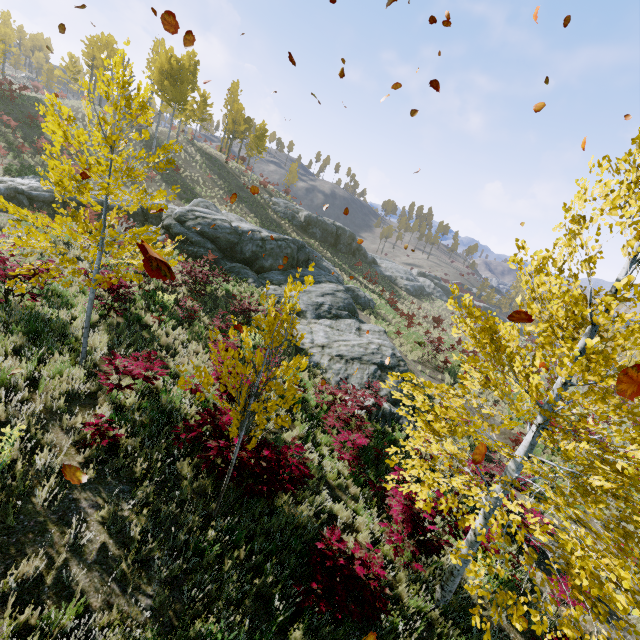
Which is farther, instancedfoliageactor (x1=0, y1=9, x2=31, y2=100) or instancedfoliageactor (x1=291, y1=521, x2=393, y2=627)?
instancedfoliageactor (x1=0, y1=9, x2=31, y2=100)

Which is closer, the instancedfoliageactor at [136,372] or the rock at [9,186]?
the instancedfoliageactor at [136,372]

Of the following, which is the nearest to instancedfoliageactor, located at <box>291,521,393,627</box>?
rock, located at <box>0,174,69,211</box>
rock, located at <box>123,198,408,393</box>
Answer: rock, located at <box>123,198,408,393</box>

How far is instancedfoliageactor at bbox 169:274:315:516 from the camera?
4.53m

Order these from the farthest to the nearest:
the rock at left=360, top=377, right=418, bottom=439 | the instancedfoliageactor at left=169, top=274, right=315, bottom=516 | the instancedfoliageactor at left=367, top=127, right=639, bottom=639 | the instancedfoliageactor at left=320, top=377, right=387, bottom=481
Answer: the rock at left=360, top=377, right=418, bottom=439, the instancedfoliageactor at left=320, top=377, right=387, bottom=481, the instancedfoliageactor at left=169, top=274, right=315, bottom=516, the instancedfoliageactor at left=367, top=127, right=639, bottom=639

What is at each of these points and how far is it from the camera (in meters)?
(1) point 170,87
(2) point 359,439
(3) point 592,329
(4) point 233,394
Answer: (1) instancedfoliageactor, 27.83
(2) instancedfoliageactor, 8.42
(3) instancedfoliageactor, 4.77
(4) instancedfoliageactor, 5.01

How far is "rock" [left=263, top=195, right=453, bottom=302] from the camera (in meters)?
39.16

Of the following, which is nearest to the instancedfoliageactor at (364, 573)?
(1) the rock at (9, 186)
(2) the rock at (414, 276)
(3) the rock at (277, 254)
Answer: (3) the rock at (277, 254)
